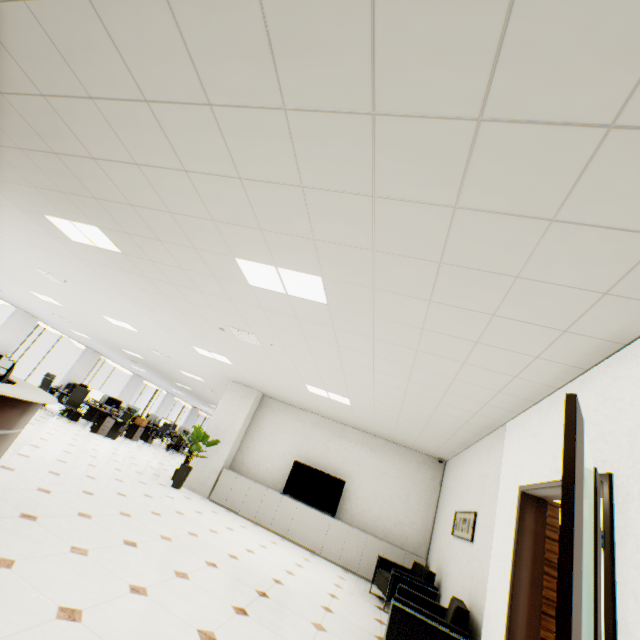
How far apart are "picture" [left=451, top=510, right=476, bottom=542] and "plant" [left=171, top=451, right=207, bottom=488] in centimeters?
569cm

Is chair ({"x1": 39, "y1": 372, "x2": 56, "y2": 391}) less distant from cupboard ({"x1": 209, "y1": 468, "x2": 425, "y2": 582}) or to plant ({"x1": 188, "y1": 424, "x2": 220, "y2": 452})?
plant ({"x1": 188, "y1": 424, "x2": 220, "y2": 452})

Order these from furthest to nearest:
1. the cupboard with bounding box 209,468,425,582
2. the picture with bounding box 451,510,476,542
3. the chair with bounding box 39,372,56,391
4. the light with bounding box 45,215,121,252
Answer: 1. the chair with bounding box 39,372,56,391
2. the cupboard with bounding box 209,468,425,582
3. the picture with bounding box 451,510,476,542
4. the light with bounding box 45,215,121,252

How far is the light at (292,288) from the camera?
3.2 meters

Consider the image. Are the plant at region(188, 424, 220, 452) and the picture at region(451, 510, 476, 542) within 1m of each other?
no

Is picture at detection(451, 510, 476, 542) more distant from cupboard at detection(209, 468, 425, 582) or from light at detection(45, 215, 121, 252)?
light at detection(45, 215, 121, 252)

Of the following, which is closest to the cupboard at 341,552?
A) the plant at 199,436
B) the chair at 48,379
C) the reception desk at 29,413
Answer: the plant at 199,436

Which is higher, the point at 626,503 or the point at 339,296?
the point at 339,296
